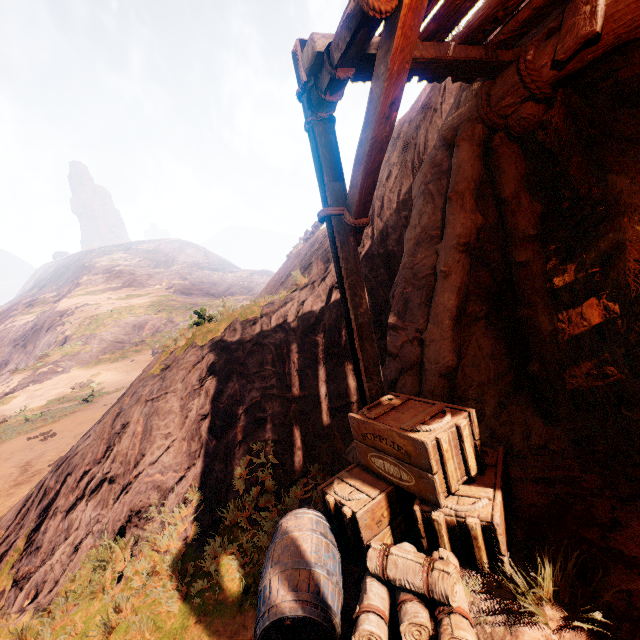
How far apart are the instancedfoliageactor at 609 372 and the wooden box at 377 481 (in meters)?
3.49

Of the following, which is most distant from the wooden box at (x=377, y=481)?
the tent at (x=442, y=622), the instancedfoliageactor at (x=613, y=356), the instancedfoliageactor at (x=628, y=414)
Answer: the instancedfoliageactor at (x=613, y=356)

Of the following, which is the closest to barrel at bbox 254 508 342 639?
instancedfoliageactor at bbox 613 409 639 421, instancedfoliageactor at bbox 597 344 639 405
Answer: instancedfoliageactor at bbox 613 409 639 421

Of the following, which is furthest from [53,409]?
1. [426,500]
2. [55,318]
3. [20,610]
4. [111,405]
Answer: [55,318]

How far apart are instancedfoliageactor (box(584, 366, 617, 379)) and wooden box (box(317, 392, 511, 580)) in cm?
349

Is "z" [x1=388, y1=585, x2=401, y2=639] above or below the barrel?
below

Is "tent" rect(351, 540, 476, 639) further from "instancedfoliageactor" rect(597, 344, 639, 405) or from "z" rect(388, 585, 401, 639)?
"instancedfoliageactor" rect(597, 344, 639, 405)

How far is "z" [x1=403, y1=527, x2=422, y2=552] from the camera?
3.0m
